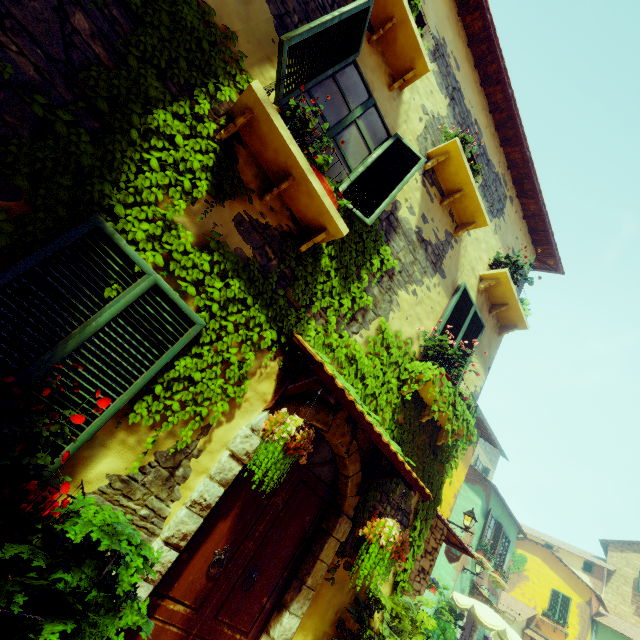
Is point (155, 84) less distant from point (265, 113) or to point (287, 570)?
point (265, 113)

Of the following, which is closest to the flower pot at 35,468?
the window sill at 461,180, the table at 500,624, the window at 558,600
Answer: the window sill at 461,180

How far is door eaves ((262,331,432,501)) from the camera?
2.9 meters

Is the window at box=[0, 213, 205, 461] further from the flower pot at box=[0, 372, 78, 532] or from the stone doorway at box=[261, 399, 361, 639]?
the stone doorway at box=[261, 399, 361, 639]

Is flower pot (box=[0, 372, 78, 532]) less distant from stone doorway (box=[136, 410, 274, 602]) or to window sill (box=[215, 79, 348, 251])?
stone doorway (box=[136, 410, 274, 602])

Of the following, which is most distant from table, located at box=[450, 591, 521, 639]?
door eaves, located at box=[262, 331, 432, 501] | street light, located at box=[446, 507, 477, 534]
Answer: door eaves, located at box=[262, 331, 432, 501]

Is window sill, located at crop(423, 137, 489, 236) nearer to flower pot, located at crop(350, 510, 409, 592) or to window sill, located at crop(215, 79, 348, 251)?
window sill, located at crop(215, 79, 348, 251)

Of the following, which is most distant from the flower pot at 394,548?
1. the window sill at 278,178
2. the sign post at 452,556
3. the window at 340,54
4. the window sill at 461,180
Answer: the sign post at 452,556
